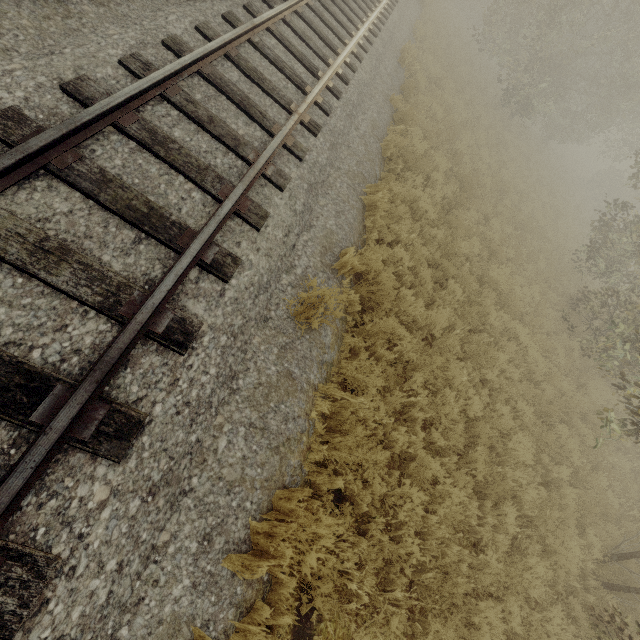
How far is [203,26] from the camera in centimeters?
527cm
